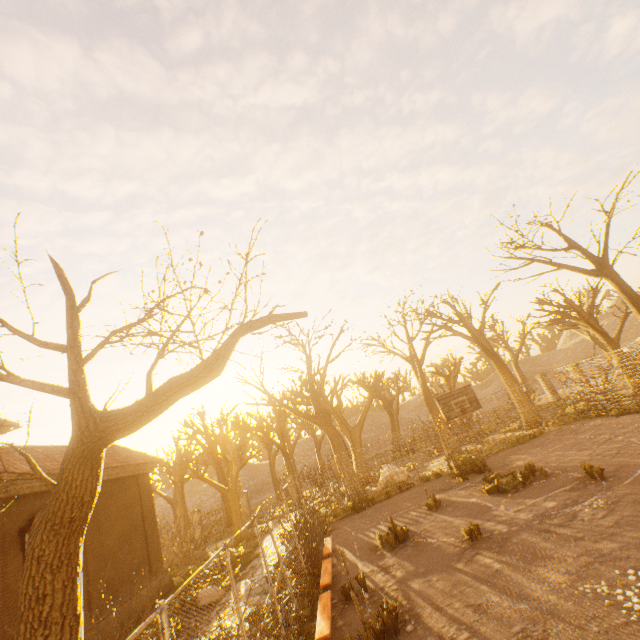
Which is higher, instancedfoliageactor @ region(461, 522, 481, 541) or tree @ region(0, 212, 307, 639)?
tree @ region(0, 212, 307, 639)

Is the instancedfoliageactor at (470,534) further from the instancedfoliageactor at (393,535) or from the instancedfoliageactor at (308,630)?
the instancedfoliageactor at (308,630)

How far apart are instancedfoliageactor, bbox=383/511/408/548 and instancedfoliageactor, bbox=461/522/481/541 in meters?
2.6

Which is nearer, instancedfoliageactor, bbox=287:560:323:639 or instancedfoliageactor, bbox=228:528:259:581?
instancedfoliageactor, bbox=287:560:323:639

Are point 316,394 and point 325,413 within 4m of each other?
yes

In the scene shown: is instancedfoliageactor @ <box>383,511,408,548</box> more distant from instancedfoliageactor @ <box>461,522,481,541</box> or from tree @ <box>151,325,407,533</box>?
tree @ <box>151,325,407,533</box>

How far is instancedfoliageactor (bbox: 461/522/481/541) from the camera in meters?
9.0

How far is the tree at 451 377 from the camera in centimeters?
2567cm
